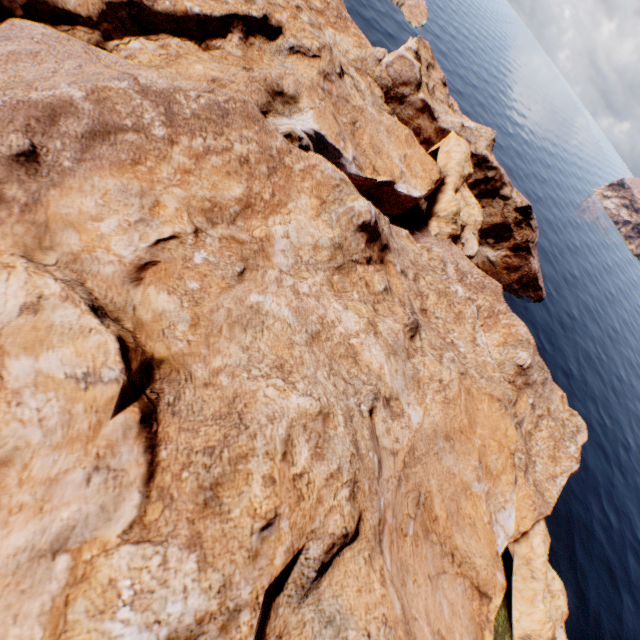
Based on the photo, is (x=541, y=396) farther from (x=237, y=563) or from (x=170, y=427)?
(x=170, y=427)
